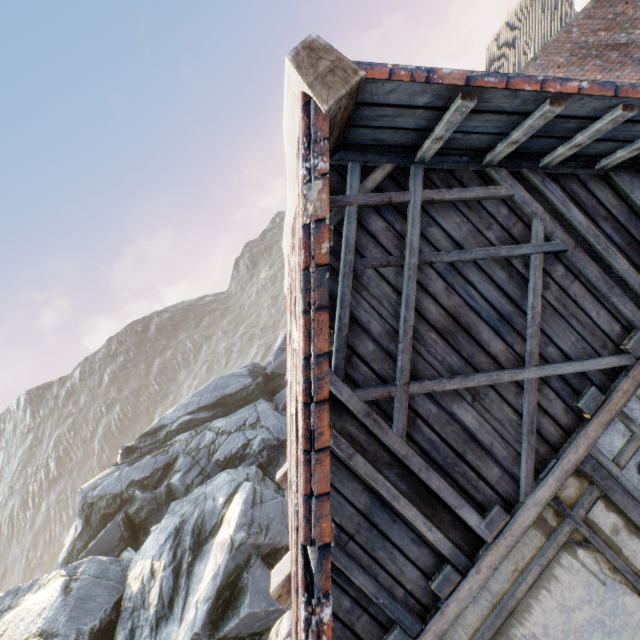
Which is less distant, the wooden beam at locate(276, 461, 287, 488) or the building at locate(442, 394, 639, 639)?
the building at locate(442, 394, 639, 639)

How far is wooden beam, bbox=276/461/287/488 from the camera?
6.6m

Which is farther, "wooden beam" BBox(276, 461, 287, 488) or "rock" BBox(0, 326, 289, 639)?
"rock" BBox(0, 326, 289, 639)

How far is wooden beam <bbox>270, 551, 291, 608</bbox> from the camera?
3.68m

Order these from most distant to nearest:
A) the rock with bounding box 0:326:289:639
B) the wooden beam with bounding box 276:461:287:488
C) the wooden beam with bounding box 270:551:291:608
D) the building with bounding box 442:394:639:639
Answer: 1. the rock with bounding box 0:326:289:639
2. the wooden beam with bounding box 276:461:287:488
3. the wooden beam with bounding box 270:551:291:608
4. the building with bounding box 442:394:639:639

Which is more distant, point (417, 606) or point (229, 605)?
point (229, 605)

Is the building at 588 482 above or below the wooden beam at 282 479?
below

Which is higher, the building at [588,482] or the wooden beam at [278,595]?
A: the wooden beam at [278,595]
